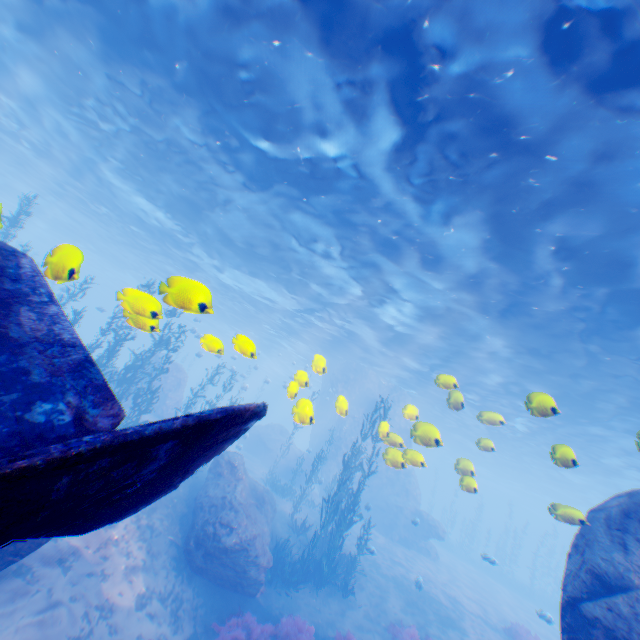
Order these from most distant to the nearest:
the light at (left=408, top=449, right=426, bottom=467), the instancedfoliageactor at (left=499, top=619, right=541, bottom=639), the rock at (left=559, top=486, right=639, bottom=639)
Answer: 1. the instancedfoliageactor at (left=499, top=619, right=541, bottom=639)
2. the light at (left=408, top=449, right=426, bottom=467)
3. the rock at (left=559, top=486, right=639, bottom=639)

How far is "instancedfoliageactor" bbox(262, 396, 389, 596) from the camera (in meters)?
13.85

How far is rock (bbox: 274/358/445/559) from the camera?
25.8m

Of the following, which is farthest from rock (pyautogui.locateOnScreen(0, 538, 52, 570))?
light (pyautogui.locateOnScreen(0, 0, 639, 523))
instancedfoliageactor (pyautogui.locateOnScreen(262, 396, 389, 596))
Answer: instancedfoliageactor (pyautogui.locateOnScreen(262, 396, 389, 596))

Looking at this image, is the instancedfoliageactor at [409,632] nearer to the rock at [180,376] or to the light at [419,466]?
the rock at [180,376]

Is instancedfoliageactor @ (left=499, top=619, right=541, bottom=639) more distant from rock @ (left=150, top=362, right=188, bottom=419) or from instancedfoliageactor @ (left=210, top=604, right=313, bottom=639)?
instancedfoliageactor @ (left=210, top=604, right=313, bottom=639)

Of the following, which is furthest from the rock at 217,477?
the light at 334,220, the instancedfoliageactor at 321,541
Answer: the instancedfoliageactor at 321,541

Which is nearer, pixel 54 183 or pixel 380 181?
pixel 380 181
